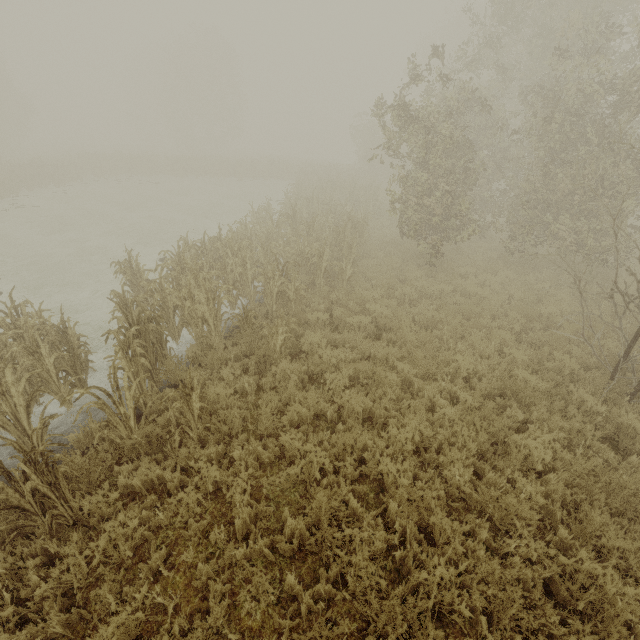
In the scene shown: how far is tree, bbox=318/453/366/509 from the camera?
4.16m

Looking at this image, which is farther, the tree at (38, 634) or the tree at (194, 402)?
the tree at (194, 402)

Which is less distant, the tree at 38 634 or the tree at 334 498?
the tree at 38 634

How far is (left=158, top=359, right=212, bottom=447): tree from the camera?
4.63m

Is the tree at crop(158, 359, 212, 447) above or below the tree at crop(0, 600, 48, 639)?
above

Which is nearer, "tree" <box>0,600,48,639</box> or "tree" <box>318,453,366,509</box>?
"tree" <box>0,600,48,639</box>

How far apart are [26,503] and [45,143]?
79.3m

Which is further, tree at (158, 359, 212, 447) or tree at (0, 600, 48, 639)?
tree at (158, 359, 212, 447)
